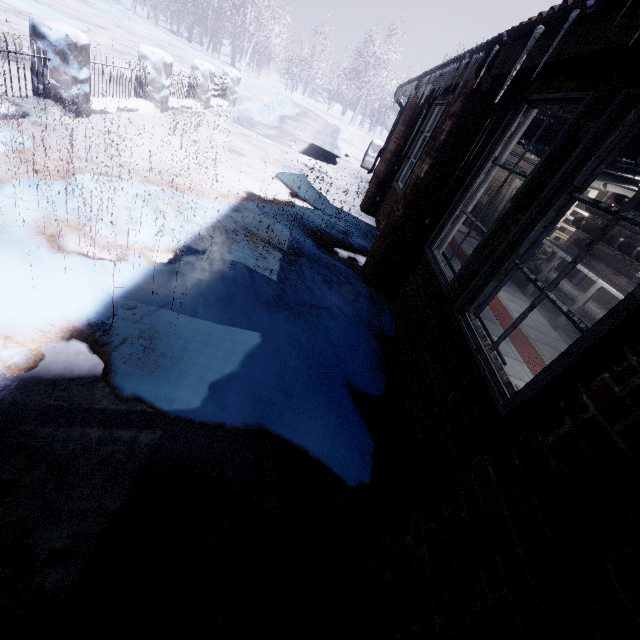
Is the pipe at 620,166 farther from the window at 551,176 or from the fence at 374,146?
the fence at 374,146

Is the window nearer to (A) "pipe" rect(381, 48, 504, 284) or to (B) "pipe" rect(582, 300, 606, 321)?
(A) "pipe" rect(381, 48, 504, 284)

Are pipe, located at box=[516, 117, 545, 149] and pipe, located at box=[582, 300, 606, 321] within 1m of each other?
no

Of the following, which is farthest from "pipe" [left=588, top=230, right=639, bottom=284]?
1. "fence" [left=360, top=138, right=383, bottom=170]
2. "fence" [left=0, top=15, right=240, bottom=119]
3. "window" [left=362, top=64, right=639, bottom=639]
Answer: "fence" [left=0, top=15, right=240, bottom=119]

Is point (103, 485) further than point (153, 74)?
No

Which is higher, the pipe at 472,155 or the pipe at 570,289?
the pipe at 472,155

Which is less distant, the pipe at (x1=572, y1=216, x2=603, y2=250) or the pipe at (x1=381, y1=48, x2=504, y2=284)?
the pipe at (x1=381, y1=48, x2=504, y2=284)

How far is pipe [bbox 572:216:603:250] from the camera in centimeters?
495cm
